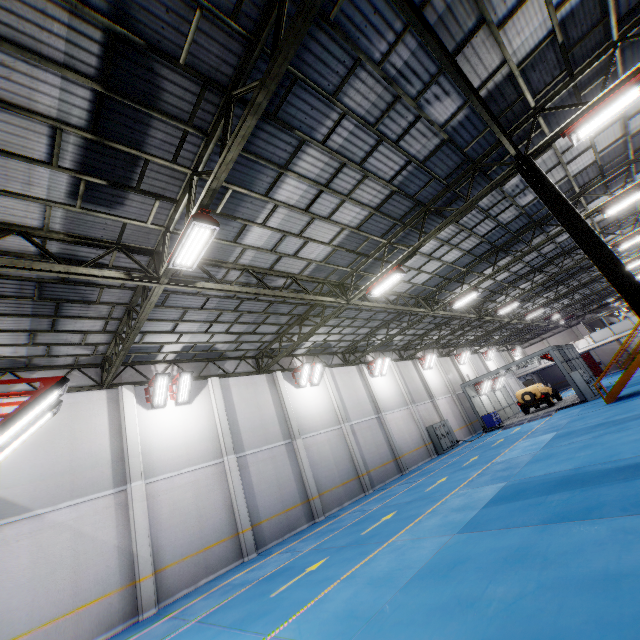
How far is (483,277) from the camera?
17.03m

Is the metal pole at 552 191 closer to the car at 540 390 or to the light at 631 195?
the light at 631 195

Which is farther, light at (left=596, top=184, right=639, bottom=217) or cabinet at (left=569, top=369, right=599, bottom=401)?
cabinet at (left=569, top=369, right=599, bottom=401)

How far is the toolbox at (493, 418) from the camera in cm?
2772

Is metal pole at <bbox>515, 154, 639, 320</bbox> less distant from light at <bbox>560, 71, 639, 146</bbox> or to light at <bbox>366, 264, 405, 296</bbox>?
light at <bbox>560, 71, 639, 146</bbox>

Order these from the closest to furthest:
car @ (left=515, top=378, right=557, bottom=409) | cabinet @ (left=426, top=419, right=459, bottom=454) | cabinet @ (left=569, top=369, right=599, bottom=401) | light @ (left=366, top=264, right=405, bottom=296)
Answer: light @ (left=366, top=264, right=405, bottom=296) < cabinet @ (left=569, top=369, right=599, bottom=401) < cabinet @ (left=426, top=419, right=459, bottom=454) < car @ (left=515, top=378, right=557, bottom=409)

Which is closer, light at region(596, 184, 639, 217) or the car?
light at region(596, 184, 639, 217)

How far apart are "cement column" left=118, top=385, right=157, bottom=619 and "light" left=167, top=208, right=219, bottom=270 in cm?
839
